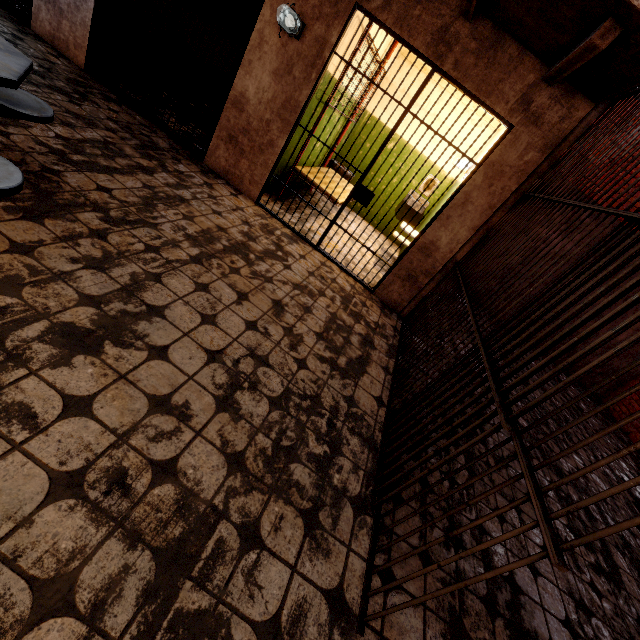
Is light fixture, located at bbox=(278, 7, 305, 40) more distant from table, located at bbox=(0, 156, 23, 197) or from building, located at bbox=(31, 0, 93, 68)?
table, located at bbox=(0, 156, 23, 197)

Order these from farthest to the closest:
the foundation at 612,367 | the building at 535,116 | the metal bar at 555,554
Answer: the foundation at 612,367 < the building at 535,116 < the metal bar at 555,554

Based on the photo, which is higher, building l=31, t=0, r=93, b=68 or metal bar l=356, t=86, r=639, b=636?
metal bar l=356, t=86, r=639, b=636

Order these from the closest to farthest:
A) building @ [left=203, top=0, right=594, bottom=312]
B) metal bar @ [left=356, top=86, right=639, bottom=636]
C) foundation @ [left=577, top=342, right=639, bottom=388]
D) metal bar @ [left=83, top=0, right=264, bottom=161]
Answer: metal bar @ [left=356, top=86, right=639, bottom=636]
building @ [left=203, top=0, right=594, bottom=312]
metal bar @ [left=83, top=0, right=264, bottom=161]
foundation @ [left=577, top=342, right=639, bottom=388]

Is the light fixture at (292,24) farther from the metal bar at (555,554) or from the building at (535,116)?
the metal bar at (555,554)

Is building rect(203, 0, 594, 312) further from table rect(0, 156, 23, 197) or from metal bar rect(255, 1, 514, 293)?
table rect(0, 156, 23, 197)

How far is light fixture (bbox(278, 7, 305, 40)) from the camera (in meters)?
3.37

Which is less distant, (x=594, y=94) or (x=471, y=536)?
(x=471, y=536)
